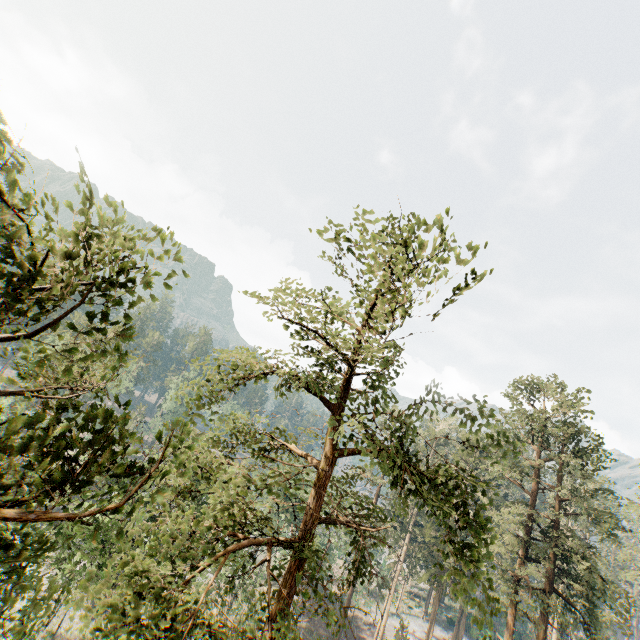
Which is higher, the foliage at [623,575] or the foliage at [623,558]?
the foliage at [623,558]

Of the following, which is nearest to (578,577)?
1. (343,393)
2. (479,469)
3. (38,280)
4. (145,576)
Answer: (479,469)

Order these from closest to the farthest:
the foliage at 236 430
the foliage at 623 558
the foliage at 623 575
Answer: the foliage at 236 430 < the foliage at 623 575 < the foliage at 623 558

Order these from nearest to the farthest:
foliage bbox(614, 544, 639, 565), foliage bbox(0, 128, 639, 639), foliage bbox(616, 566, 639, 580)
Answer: foliage bbox(0, 128, 639, 639) → foliage bbox(616, 566, 639, 580) → foliage bbox(614, 544, 639, 565)

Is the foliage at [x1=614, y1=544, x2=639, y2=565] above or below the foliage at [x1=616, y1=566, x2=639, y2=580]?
above

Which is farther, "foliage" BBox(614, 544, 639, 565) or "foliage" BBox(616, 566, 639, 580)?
"foliage" BBox(614, 544, 639, 565)
